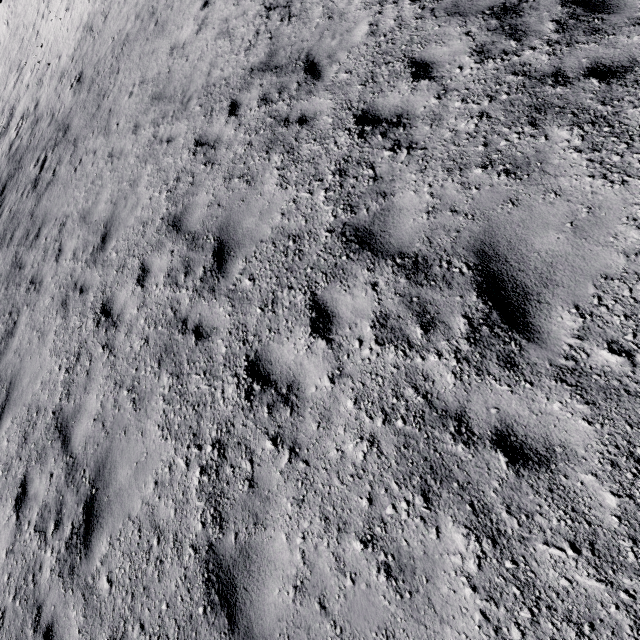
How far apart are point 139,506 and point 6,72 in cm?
3761
